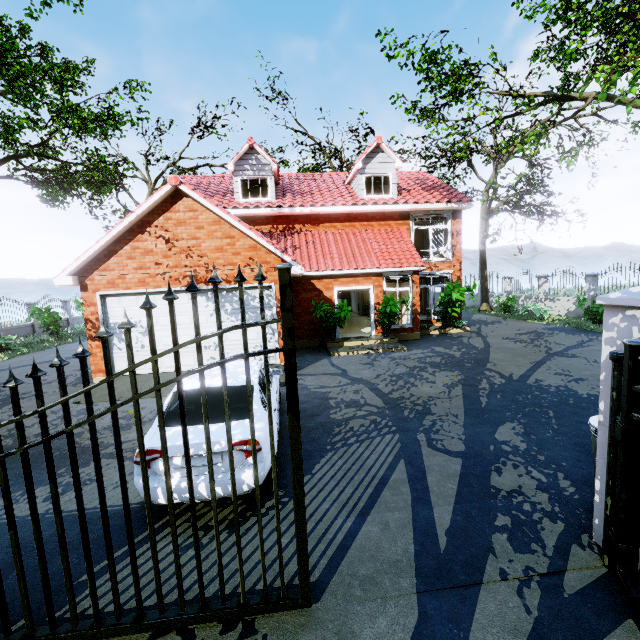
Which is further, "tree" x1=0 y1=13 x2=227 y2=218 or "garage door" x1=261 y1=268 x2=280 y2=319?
"tree" x1=0 y1=13 x2=227 y2=218

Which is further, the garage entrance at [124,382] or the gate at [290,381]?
the garage entrance at [124,382]

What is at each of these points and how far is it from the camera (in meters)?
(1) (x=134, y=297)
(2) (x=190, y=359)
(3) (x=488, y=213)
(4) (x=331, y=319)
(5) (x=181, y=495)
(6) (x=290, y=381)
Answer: (1) garage door, 9.59
(2) garage door, 9.95
(3) tree, 10.73
(4) plant, 13.05
(5) car, 3.71
(6) gate, 2.50

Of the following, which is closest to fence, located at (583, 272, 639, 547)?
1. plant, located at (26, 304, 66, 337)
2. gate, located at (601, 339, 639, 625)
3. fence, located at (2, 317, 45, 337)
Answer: gate, located at (601, 339, 639, 625)

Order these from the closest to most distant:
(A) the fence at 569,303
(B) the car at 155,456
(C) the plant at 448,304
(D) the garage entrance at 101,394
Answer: (B) the car at 155,456, (D) the garage entrance at 101,394, (C) the plant at 448,304, (A) the fence at 569,303

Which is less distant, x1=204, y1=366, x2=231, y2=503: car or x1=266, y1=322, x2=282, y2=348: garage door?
x1=204, y1=366, x2=231, y2=503: car

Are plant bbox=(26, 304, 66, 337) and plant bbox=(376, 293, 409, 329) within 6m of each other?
no

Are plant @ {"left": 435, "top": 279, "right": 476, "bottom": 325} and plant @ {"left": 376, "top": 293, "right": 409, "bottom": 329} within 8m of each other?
yes
